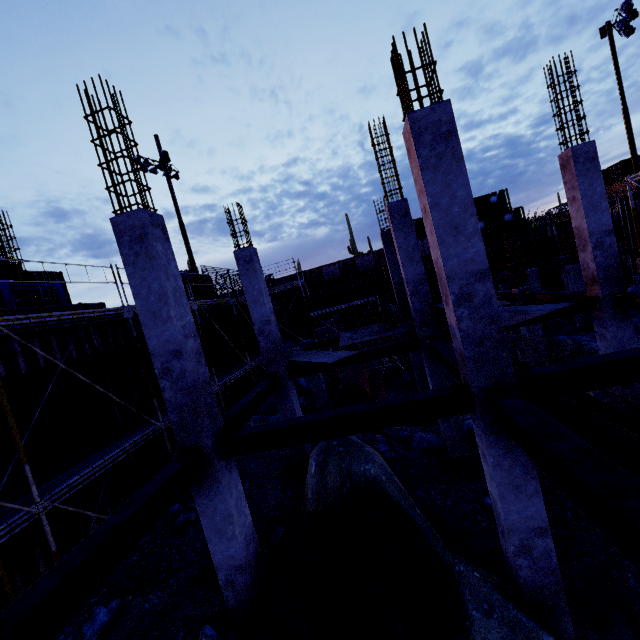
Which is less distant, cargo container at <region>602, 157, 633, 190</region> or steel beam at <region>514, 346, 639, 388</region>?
steel beam at <region>514, 346, 639, 388</region>

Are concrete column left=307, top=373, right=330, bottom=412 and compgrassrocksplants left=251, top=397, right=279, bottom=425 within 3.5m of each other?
yes

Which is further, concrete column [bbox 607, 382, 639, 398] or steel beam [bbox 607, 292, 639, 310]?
concrete column [bbox 607, 382, 639, 398]

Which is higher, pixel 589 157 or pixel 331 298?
pixel 589 157

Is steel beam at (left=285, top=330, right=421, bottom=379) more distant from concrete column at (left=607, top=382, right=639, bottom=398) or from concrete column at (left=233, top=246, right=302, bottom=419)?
concrete column at (left=607, top=382, right=639, bottom=398)

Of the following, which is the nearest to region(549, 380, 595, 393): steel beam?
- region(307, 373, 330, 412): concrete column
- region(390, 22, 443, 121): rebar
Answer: region(390, 22, 443, 121): rebar

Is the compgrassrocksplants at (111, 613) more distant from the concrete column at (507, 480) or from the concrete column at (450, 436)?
the concrete column at (450, 436)

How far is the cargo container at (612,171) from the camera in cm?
3728
